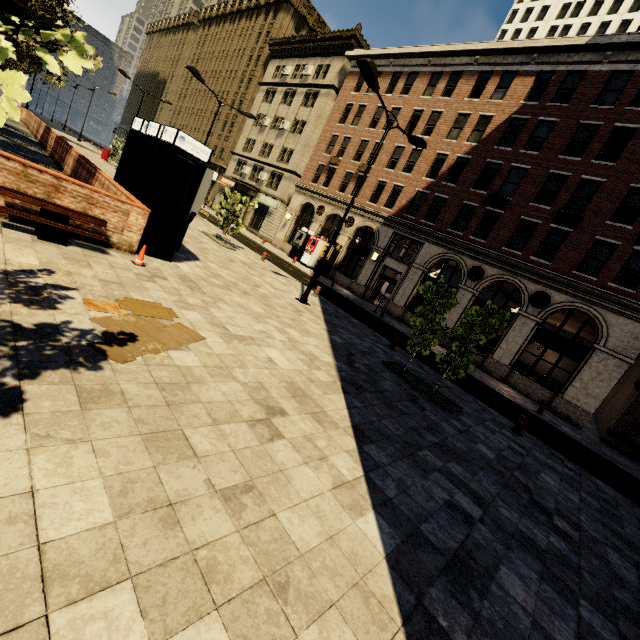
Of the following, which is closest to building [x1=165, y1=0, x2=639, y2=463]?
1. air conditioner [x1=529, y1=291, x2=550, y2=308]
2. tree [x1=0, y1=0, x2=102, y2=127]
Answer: air conditioner [x1=529, y1=291, x2=550, y2=308]

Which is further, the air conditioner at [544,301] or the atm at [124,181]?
the air conditioner at [544,301]

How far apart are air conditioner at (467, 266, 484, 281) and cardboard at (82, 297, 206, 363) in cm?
1982

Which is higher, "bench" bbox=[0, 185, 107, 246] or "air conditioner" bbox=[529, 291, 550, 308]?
"air conditioner" bbox=[529, 291, 550, 308]

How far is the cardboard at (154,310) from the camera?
4.18m

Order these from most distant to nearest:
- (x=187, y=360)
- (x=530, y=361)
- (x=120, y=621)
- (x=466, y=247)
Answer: (x=530, y=361)
(x=466, y=247)
(x=187, y=360)
(x=120, y=621)

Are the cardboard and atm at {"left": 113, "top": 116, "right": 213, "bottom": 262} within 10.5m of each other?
yes

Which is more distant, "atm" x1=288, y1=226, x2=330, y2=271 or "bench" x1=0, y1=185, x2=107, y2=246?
"atm" x1=288, y1=226, x2=330, y2=271
